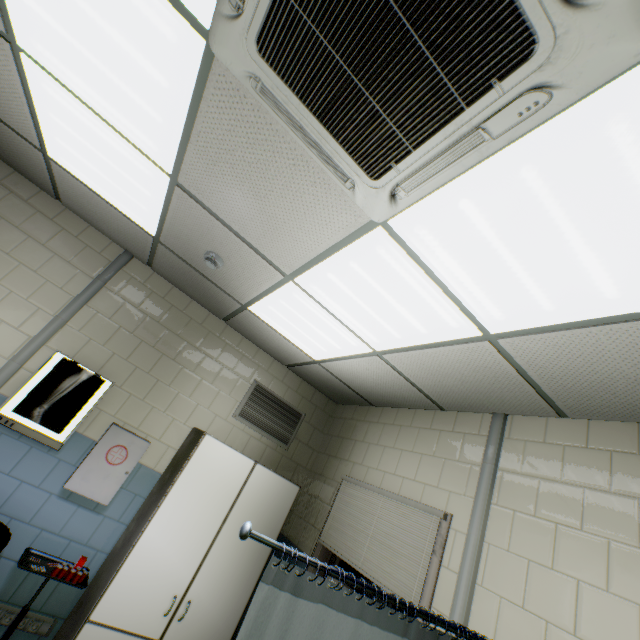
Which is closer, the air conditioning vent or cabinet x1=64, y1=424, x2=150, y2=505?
the air conditioning vent

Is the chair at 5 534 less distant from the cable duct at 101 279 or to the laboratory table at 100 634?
the cable duct at 101 279

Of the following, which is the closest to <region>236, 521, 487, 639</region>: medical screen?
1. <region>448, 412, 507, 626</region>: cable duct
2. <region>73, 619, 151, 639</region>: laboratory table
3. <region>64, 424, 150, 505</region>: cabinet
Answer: <region>448, 412, 507, 626</region>: cable duct

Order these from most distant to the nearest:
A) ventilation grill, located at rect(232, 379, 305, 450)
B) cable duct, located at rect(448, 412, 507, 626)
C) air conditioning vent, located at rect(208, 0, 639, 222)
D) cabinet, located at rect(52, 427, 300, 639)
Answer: ventilation grill, located at rect(232, 379, 305, 450) < cabinet, located at rect(52, 427, 300, 639) < cable duct, located at rect(448, 412, 507, 626) < air conditioning vent, located at rect(208, 0, 639, 222)

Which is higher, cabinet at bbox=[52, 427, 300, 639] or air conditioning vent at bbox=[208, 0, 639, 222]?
air conditioning vent at bbox=[208, 0, 639, 222]

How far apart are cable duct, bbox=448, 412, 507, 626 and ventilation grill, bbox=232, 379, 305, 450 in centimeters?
229cm

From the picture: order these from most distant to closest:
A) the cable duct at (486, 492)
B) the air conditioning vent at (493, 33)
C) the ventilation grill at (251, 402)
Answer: the ventilation grill at (251, 402), the cable duct at (486, 492), the air conditioning vent at (493, 33)

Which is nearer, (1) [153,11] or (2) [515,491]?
(1) [153,11]
